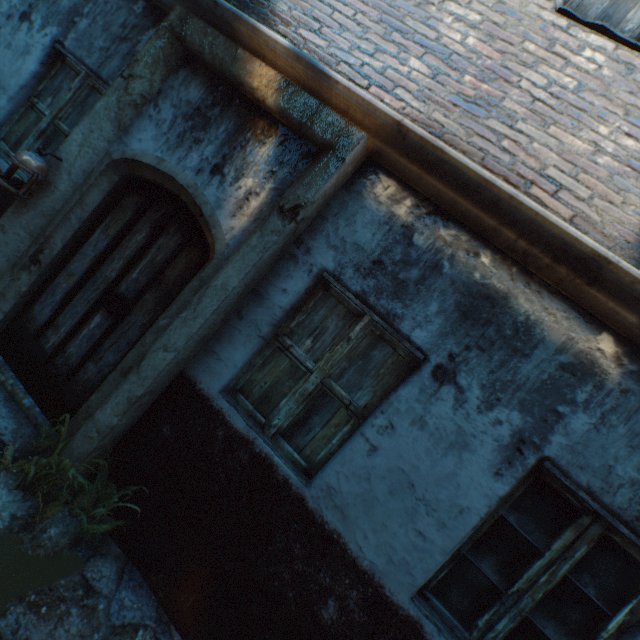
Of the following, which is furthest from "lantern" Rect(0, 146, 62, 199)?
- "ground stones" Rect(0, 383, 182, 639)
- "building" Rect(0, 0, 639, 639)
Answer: "building" Rect(0, 0, 639, 639)

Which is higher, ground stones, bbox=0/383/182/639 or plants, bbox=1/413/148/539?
plants, bbox=1/413/148/539

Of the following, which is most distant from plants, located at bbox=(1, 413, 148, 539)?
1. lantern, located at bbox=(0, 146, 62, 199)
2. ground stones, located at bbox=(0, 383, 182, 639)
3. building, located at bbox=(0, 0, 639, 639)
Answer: building, located at bbox=(0, 0, 639, 639)

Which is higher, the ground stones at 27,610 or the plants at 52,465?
the plants at 52,465

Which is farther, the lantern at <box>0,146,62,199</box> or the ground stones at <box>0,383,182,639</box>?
the lantern at <box>0,146,62,199</box>

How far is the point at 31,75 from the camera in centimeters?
352cm

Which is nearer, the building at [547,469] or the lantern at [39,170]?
the building at [547,469]

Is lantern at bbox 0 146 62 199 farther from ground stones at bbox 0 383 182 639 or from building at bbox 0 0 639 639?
building at bbox 0 0 639 639
